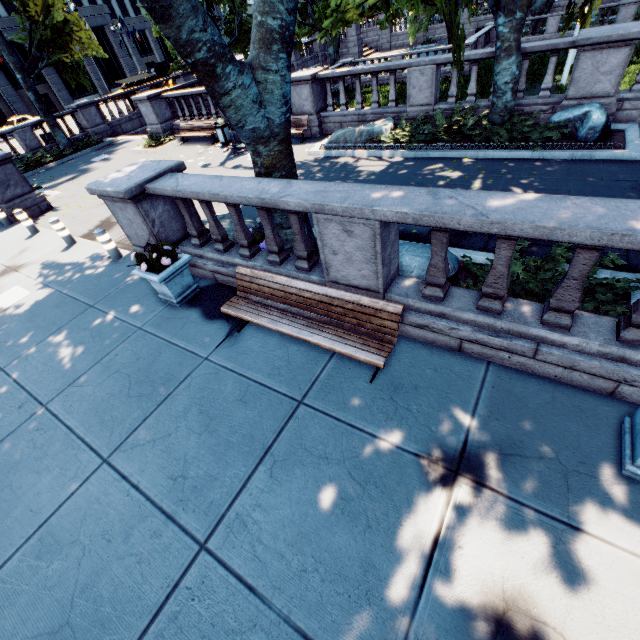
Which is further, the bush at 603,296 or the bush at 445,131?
the bush at 445,131

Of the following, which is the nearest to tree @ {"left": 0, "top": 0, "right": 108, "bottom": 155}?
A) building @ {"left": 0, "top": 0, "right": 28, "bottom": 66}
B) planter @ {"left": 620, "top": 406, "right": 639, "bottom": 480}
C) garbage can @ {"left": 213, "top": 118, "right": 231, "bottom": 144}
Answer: planter @ {"left": 620, "top": 406, "right": 639, "bottom": 480}

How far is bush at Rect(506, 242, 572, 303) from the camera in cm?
475

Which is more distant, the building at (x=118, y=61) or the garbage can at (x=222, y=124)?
the building at (x=118, y=61)

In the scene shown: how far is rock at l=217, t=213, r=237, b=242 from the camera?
7.6 meters

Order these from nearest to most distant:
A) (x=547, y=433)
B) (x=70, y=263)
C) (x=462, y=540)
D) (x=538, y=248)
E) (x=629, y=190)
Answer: (x=462, y=540) → (x=547, y=433) → (x=538, y=248) → (x=629, y=190) → (x=70, y=263)

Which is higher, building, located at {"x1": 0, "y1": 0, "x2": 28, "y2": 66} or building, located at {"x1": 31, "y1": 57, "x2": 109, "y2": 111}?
building, located at {"x1": 0, "y1": 0, "x2": 28, "y2": 66}

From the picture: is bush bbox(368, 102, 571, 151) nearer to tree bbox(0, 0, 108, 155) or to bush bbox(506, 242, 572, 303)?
tree bbox(0, 0, 108, 155)
